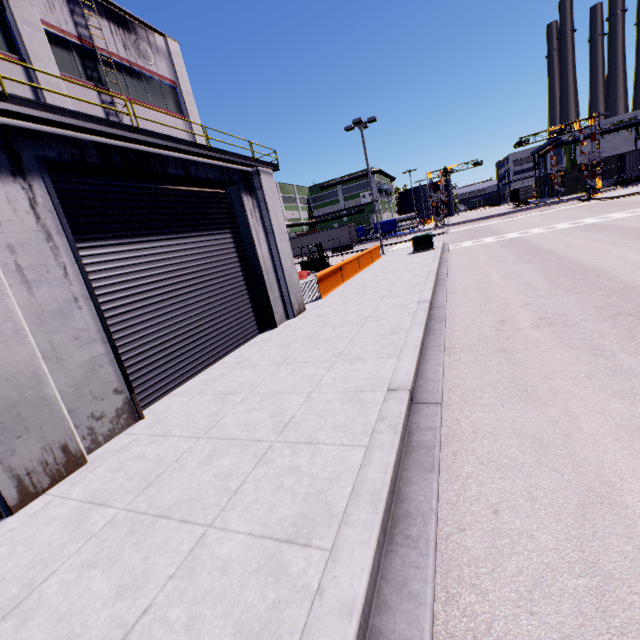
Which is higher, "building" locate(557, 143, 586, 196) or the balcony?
the balcony

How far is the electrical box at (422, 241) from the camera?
21.6 meters

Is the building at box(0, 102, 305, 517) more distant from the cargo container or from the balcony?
the cargo container

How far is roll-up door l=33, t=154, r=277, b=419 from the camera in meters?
5.5

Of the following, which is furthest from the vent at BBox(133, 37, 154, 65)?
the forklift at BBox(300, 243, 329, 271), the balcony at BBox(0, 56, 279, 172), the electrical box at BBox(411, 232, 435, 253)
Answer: the electrical box at BBox(411, 232, 435, 253)

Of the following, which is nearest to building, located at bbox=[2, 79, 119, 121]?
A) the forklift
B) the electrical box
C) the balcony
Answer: the balcony

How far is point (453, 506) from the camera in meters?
2.9 m

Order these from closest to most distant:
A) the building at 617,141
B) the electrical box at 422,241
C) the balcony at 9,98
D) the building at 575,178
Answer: the balcony at 9,98 → the electrical box at 422,241 → the building at 617,141 → the building at 575,178
